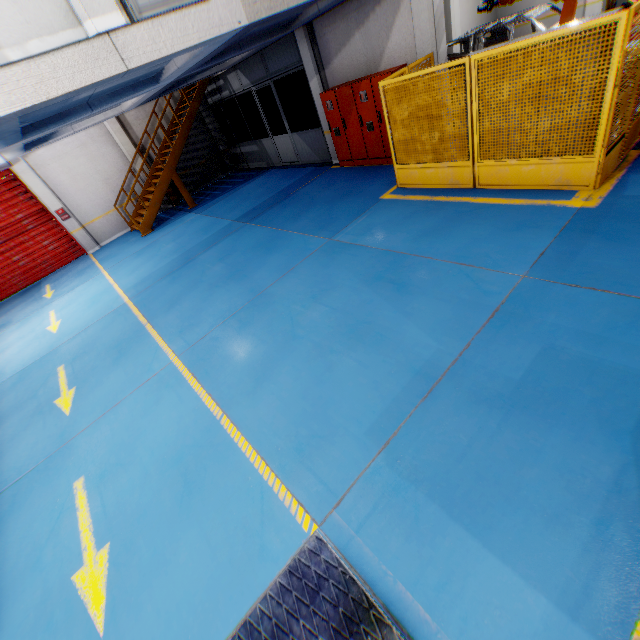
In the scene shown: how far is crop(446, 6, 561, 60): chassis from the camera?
9.59m

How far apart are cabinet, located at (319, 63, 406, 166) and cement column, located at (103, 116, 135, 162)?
9.2m

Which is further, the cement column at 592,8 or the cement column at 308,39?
the cement column at 592,8

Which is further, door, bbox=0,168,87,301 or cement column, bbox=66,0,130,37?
door, bbox=0,168,87,301

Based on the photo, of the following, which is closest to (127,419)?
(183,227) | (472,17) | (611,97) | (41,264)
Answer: (611,97)

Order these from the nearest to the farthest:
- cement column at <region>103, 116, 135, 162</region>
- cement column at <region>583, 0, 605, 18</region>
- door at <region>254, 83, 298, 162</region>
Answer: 1. cement column at <region>583, 0, 605, 18</region>
2. door at <region>254, 83, 298, 162</region>
3. cement column at <region>103, 116, 135, 162</region>

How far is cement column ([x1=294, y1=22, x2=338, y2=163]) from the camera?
9.27m

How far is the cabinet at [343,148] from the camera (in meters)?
8.54
